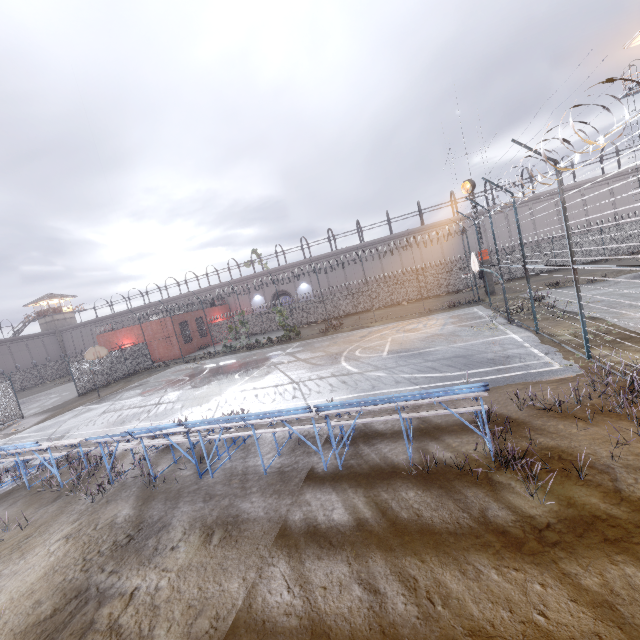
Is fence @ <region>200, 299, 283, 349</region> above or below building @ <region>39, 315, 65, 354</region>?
below

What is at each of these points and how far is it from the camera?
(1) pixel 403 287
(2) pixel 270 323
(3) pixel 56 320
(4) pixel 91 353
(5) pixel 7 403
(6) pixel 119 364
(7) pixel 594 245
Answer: (1) fence, 35.16m
(2) fence, 40.28m
(3) building, 59.44m
(4) basketball hoop, 22.66m
(5) fence, 22.00m
(6) fence, 30.42m
(7) fence, 29.86m

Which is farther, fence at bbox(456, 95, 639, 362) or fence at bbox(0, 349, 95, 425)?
fence at bbox(0, 349, 95, 425)

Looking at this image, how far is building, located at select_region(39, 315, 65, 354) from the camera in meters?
59.2 m

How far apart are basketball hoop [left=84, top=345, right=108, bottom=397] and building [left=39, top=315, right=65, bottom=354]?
47.5 meters

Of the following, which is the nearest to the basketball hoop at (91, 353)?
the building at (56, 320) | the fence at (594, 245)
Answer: the fence at (594, 245)

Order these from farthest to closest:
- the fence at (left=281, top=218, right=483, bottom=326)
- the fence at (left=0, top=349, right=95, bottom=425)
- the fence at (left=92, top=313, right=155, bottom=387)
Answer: the fence at (left=281, top=218, right=483, bottom=326)
the fence at (left=92, top=313, right=155, bottom=387)
the fence at (left=0, top=349, right=95, bottom=425)

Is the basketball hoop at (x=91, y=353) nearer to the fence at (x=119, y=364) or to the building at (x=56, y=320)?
the fence at (x=119, y=364)
